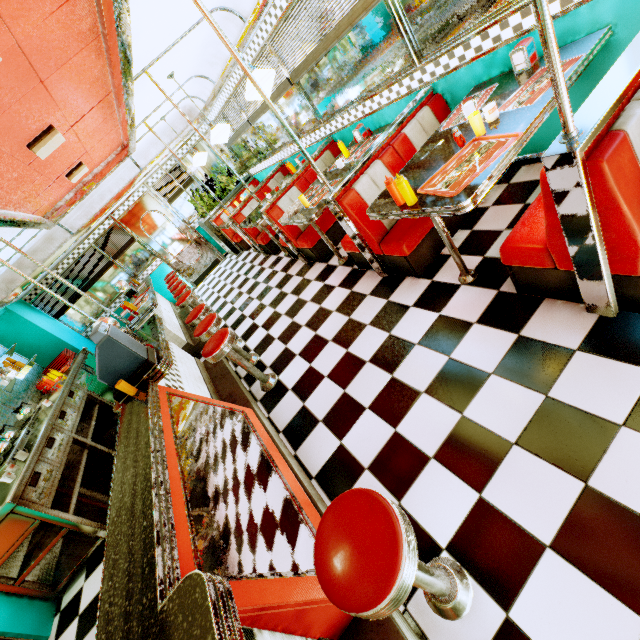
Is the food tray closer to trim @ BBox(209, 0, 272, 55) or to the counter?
trim @ BBox(209, 0, 272, 55)

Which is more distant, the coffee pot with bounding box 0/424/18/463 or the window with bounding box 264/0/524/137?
the coffee pot with bounding box 0/424/18/463

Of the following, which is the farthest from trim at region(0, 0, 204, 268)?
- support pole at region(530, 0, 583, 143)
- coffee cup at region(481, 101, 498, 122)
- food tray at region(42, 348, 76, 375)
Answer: coffee cup at region(481, 101, 498, 122)

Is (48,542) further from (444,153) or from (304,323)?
(444,153)

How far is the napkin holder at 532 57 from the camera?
2.39m

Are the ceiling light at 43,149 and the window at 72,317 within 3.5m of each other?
no

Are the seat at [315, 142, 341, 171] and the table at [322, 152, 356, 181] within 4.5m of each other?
yes

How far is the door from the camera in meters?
8.2
